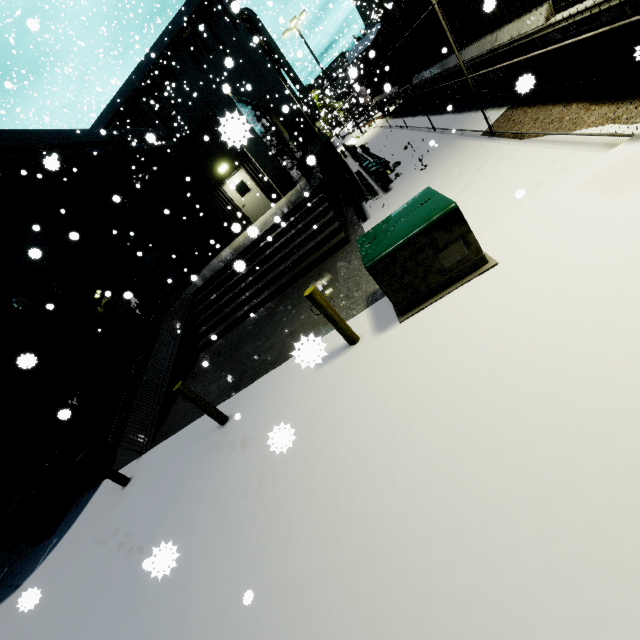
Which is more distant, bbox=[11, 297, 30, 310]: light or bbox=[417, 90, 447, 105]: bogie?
bbox=[417, 90, 447, 105]: bogie

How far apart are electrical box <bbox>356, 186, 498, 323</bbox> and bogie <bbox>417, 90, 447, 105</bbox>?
10.8 meters

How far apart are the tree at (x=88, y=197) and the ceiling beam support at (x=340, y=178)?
10.0 meters

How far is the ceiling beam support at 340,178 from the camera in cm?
971

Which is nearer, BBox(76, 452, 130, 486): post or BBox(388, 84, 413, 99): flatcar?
BBox(76, 452, 130, 486): post

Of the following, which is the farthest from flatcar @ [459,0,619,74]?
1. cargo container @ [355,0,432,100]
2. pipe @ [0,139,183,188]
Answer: pipe @ [0,139,183,188]

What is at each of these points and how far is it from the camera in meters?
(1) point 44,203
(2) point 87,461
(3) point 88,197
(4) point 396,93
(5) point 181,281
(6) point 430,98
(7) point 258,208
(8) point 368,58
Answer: (1) tree, 13.4 m
(2) post, 6.8 m
(3) tree, 15.7 m
(4) flatcar, 17.6 m
(5) door, 18.2 m
(6) bogie, 13.8 m
(7) door, 17.6 m
(8) cargo container, 19.5 m

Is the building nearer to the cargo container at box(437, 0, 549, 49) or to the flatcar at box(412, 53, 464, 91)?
the cargo container at box(437, 0, 549, 49)
